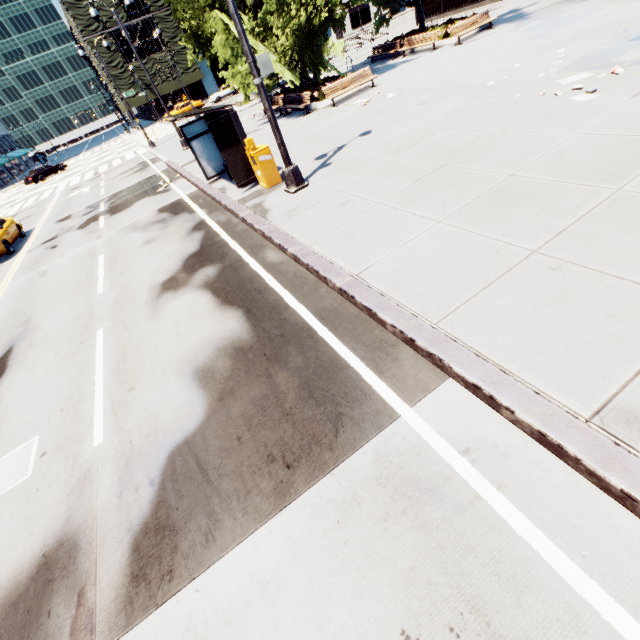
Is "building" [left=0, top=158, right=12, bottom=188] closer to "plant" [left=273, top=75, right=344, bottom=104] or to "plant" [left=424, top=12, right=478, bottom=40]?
"plant" [left=273, top=75, right=344, bottom=104]

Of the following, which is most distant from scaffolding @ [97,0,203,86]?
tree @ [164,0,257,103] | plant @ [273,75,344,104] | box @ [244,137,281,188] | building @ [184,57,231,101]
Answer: box @ [244,137,281,188]

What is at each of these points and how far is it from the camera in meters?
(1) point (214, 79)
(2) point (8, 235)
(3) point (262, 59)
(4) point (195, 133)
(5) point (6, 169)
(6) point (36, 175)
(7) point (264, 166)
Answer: (1) building, 56.3 m
(2) vehicle, 15.6 m
(3) light, 7.3 m
(4) bus stop, 11.7 m
(5) building, 59.3 m
(6) vehicle, 38.2 m
(7) box, 9.6 m

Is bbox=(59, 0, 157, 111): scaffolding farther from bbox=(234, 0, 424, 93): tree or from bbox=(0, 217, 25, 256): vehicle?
bbox=(0, 217, 25, 256): vehicle

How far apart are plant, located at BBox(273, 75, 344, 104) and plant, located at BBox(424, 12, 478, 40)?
9.66m

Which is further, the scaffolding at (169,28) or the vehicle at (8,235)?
the scaffolding at (169,28)

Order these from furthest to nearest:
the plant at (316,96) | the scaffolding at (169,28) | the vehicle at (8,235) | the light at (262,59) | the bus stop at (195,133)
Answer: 1. the scaffolding at (169,28)
2. the plant at (316,96)
3. the vehicle at (8,235)
4. the bus stop at (195,133)
5. the light at (262,59)

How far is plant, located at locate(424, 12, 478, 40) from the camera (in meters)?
19.27
